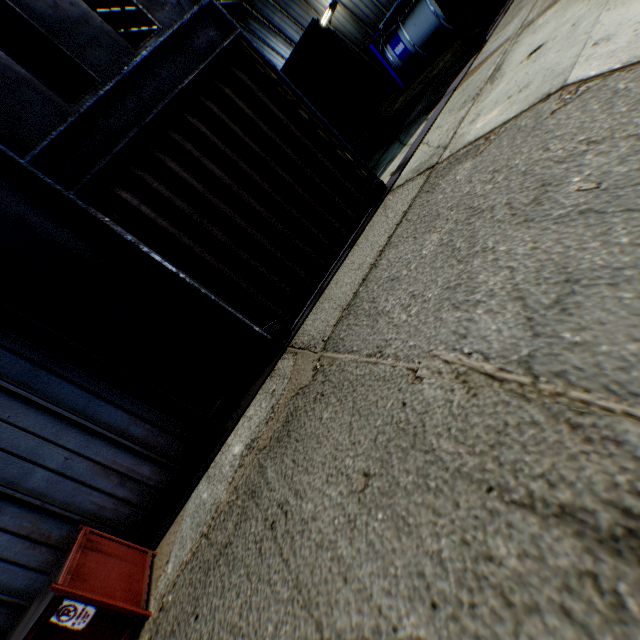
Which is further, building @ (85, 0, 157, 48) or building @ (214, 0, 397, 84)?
building @ (214, 0, 397, 84)

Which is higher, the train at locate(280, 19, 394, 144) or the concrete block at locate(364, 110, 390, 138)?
the train at locate(280, 19, 394, 144)

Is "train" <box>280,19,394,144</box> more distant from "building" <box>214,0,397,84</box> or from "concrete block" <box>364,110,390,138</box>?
"building" <box>214,0,397,84</box>

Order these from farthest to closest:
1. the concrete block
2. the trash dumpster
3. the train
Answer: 1. the concrete block
2. the train
3. the trash dumpster

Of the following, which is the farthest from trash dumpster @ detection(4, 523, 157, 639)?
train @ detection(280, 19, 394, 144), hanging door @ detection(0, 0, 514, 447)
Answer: train @ detection(280, 19, 394, 144)

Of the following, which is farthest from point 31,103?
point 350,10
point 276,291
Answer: point 350,10

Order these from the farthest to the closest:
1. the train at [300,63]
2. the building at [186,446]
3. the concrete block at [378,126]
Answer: the concrete block at [378,126] < the train at [300,63] < the building at [186,446]

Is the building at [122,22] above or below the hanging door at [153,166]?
above
